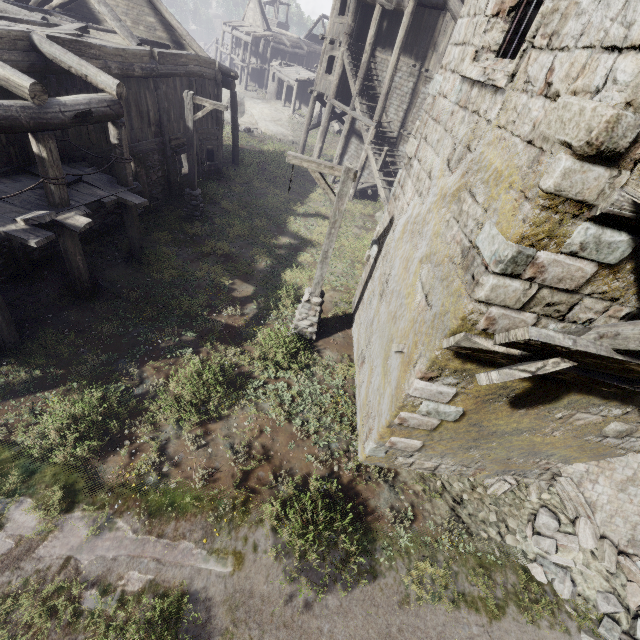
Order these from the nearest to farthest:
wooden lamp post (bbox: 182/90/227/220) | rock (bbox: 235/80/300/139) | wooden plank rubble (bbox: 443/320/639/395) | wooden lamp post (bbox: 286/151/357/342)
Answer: wooden plank rubble (bbox: 443/320/639/395) < wooden lamp post (bbox: 286/151/357/342) < wooden lamp post (bbox: 182/90/227/220) < rock (bbox: 235/80/300/139)

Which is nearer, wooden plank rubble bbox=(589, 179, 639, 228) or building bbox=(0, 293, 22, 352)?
wooden plank rubble bbox=(589, 179, 639, 228)

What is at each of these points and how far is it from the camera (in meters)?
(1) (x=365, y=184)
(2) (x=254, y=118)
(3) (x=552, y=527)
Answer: (1) wooden plank rubble, 21.61
(2) rock, 31.80
(3) rubble, 6.42

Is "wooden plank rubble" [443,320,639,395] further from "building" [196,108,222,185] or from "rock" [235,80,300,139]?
"rock" [235,80,300,139]

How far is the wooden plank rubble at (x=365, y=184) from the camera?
20.8m

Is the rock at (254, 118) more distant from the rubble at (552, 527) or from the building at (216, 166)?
the rubble at (552, 527)

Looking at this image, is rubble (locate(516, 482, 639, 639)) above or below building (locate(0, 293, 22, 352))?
above
